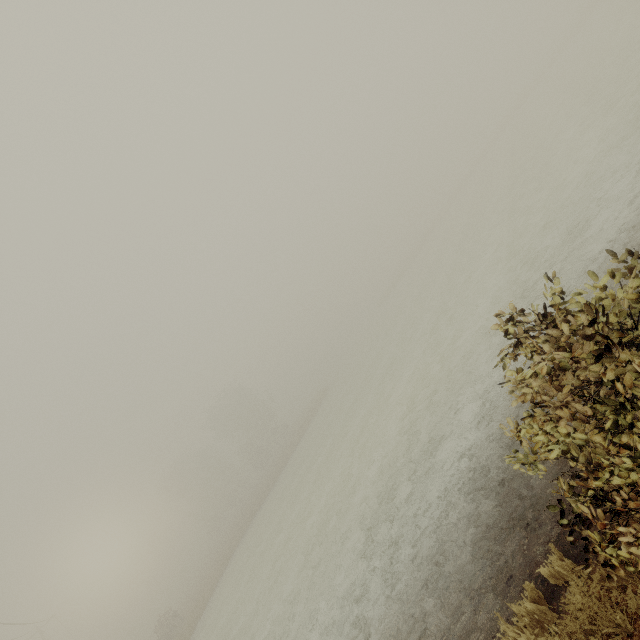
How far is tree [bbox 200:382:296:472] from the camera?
49.38m

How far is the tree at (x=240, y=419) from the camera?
49.38m

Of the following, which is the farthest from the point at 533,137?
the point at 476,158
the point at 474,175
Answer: the point at 476,158
